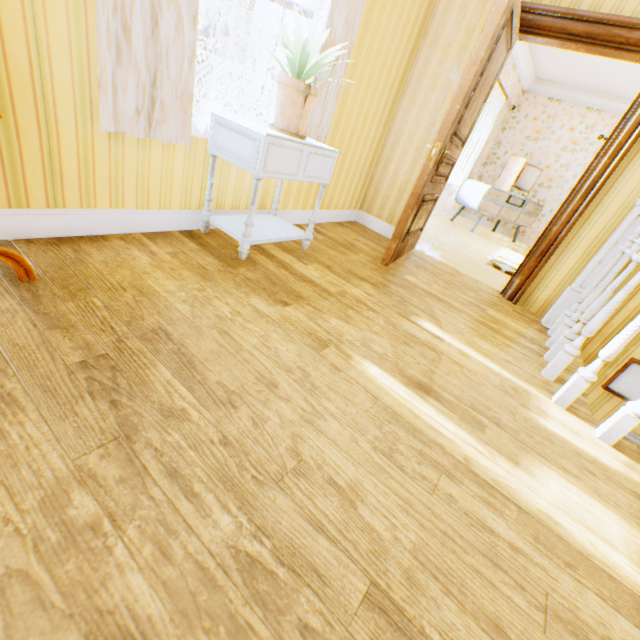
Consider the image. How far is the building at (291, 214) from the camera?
3.19m

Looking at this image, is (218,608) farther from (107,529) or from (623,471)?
(623,471)

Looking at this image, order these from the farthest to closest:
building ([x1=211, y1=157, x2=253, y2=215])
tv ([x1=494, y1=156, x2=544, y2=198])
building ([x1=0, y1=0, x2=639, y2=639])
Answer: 1. tv ([x1=494, y1=156, x2=544, y2=198])
2. building ([x1=211, y1=157, x2=253, y2=215])
3. building ([x1=0, y1=0, x2=639, y2=639])

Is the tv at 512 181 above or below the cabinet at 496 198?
above

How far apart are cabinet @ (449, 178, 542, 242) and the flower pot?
5.6 meters

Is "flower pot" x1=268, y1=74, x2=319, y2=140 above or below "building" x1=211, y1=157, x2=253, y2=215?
above

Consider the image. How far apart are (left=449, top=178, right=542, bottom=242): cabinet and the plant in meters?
5.4 m

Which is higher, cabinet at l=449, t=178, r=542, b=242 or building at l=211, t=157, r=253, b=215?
cabinet at l=449, t=178, r=542, b=242
